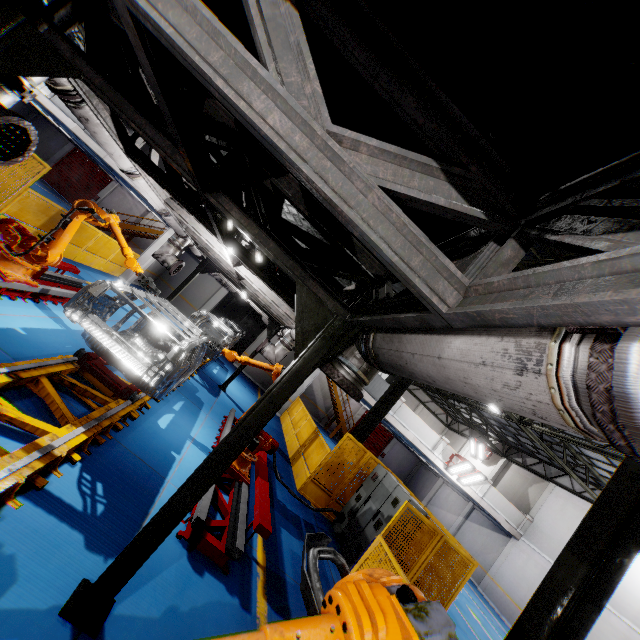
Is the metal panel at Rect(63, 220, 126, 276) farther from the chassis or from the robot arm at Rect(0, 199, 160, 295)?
the chassis

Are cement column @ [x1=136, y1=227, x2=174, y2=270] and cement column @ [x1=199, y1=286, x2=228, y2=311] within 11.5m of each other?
yes

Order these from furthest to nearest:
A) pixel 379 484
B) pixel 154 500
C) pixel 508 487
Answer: pixel 508 487 → pixel 379 484 → pixel 154 500

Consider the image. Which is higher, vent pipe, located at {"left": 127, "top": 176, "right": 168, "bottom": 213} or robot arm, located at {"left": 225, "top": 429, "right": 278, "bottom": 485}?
vent pipe, located at {"left": 127, "top": 176, "right": 168, "bottom": 213}

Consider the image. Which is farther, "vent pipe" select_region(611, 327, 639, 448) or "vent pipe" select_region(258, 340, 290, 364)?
"vent pipe" select_region(258, 340, 290, 364)

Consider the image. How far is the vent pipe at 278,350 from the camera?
9.9 meters

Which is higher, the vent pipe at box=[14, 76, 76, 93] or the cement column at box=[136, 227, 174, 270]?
the vent pipe at box=[14, 76, 76, 93]

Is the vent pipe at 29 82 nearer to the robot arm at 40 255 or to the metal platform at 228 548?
the robot arm at 40 255
